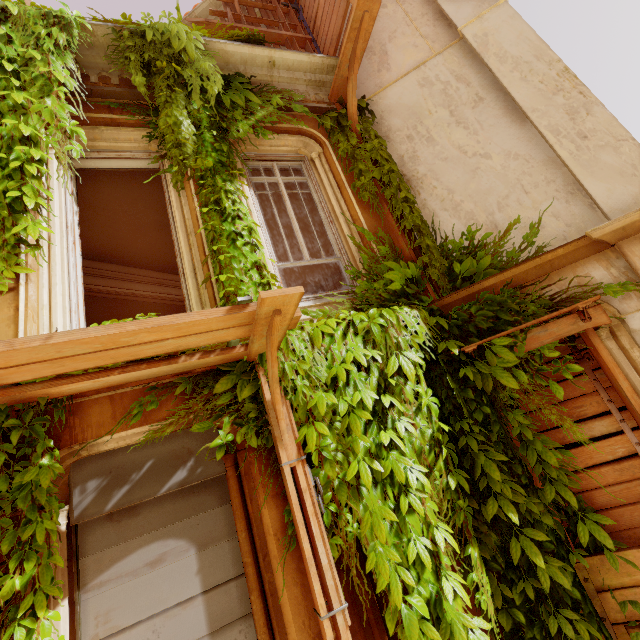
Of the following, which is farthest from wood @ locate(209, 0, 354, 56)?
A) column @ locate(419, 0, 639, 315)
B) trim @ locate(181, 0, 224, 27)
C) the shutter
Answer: the shutter

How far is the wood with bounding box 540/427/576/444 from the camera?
3.5m

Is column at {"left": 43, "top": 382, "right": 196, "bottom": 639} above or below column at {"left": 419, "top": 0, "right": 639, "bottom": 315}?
below

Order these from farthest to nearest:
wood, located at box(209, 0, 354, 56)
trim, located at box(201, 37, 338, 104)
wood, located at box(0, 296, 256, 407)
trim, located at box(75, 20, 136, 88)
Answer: wood, located at box(209, 0, 354, 56) → trim, located at box(201, 37, 338, 104) → trim, located at box(75, 20, 136, 88) → wood, located at box(0, 296, 256, 407)

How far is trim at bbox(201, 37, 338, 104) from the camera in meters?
4.7

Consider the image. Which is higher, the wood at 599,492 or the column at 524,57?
the column at 524,57

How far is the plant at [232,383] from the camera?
2.8m

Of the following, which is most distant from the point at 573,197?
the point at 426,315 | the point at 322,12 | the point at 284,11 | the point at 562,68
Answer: the point at 284,11
